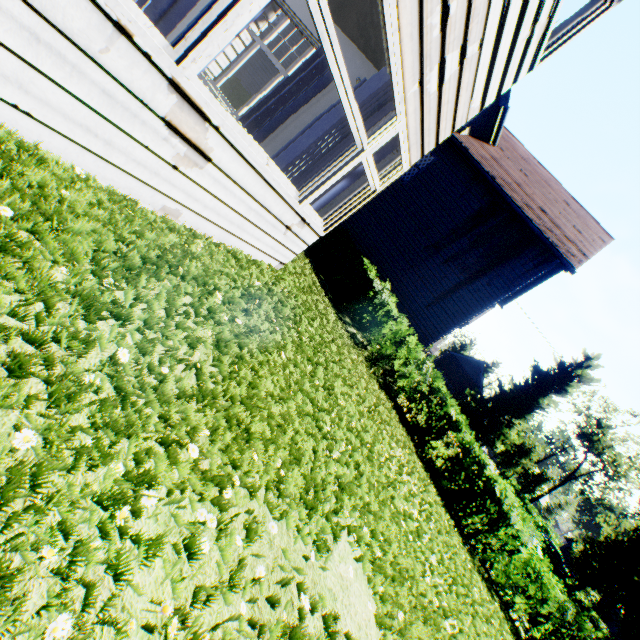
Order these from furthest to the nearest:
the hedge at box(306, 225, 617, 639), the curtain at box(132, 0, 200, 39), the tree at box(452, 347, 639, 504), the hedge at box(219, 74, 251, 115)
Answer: the tree at box(452, 347, 639, 504), the hedge at box(219, 74, 251, 115), the hedge at box(306, 225, 617, 639), the curtain at box(132, 0, 200, 39)

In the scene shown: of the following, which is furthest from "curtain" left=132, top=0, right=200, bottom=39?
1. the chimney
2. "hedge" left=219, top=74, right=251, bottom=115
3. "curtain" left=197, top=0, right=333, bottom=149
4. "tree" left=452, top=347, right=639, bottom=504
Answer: "tree" left=452, top=347, right=639, bottom=504

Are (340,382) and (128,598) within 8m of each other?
yes

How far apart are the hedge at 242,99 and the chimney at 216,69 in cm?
335

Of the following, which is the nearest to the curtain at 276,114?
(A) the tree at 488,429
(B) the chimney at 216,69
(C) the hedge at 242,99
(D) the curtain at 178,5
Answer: (D) the curtain at 178,5

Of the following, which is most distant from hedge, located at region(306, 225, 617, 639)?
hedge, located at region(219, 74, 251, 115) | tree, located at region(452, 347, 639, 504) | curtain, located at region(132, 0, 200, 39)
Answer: hedge, located at region(219, 74, 251, 115)

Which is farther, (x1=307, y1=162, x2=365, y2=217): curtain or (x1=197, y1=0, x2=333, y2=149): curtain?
(x1=197, y1=0, x2=333, y2=149): curtain

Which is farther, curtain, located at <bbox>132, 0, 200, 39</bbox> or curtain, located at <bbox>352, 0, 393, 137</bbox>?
curtain, located at <bbox>352, 0, 393, 137</bbox>
